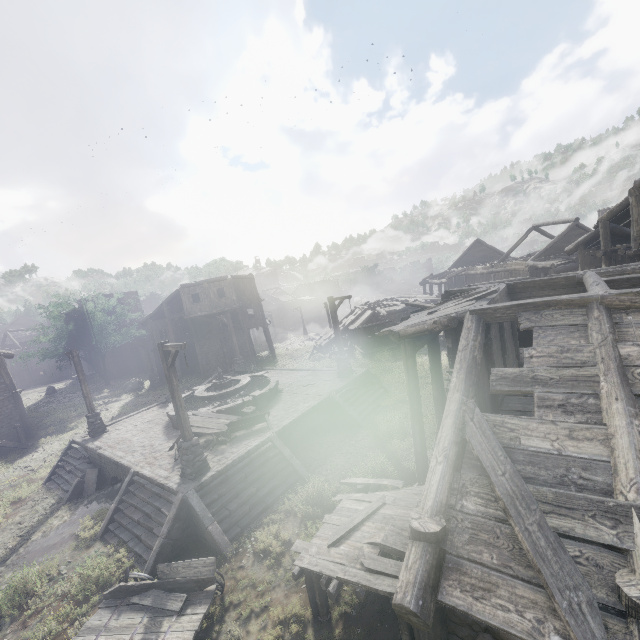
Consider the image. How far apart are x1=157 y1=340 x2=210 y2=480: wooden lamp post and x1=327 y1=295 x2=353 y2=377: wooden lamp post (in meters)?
9.10

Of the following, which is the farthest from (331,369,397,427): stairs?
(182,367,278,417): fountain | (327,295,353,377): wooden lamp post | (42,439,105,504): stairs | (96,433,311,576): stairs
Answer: (42,439,105,504): stairs

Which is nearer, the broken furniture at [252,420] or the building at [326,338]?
the broken furniture at [252,420]

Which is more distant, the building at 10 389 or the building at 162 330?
the building at 162 330

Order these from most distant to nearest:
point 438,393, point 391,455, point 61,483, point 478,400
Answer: point 61,483 < point 391,455 < point 438,393 < point 478,400

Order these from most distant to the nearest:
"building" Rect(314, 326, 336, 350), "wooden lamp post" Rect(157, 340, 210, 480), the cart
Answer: "building" Rect(314, 326, 336, 350)
"wooden lamp post" Rect(157, 340, 210, 480)
the cart

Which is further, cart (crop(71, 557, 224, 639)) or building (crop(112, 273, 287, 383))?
building (crop(112, 273, 287, 383))

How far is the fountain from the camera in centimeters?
1571cm
